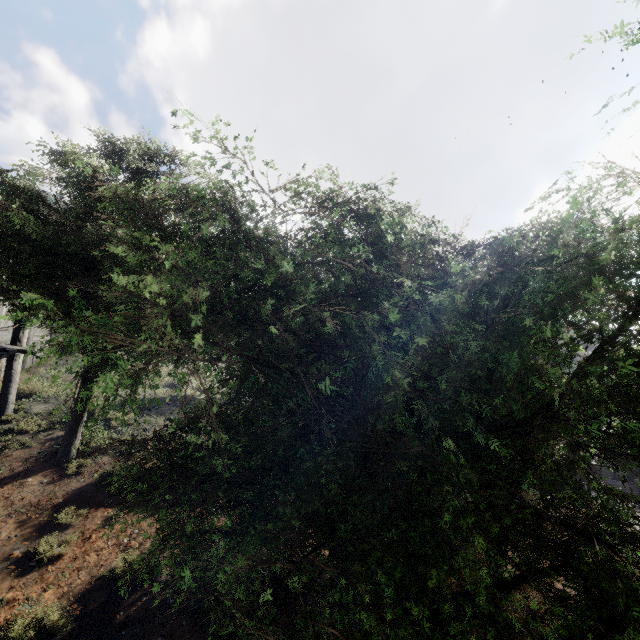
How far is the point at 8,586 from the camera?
5.91m
